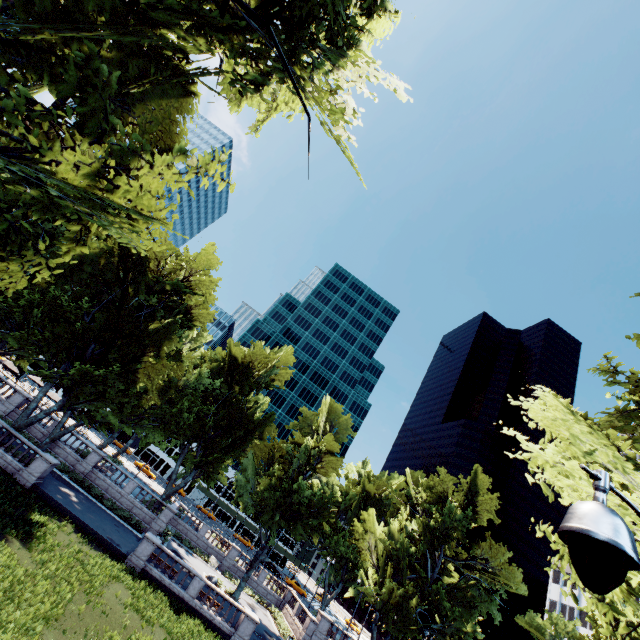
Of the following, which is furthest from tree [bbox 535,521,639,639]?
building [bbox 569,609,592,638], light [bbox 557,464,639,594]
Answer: light [bbox 557,464,639,594]

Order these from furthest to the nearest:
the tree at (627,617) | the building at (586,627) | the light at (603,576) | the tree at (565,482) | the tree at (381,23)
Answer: the building at (586,627) < the tree at (565,482) < the tree at (381,23) < the tree at (627,617) < the light at (603,576)

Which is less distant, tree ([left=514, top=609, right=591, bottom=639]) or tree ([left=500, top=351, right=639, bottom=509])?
tree ([left=500, top=351, right=639, bottom=509])

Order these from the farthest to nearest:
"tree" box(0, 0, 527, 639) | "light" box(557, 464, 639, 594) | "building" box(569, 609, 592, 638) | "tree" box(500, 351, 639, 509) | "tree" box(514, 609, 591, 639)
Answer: "building" box(569, 609, 592, 638) < "tree" box(514, 609, 591, 639) < "tree" box(500, 351, 639, 509) < "tree" box(0, 0, 527, 639) < "light" box(557, 464, 639, 594)

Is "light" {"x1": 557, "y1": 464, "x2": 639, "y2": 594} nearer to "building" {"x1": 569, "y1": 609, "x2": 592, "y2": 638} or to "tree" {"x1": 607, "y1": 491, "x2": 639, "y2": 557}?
"tree" {"x1": 607, "y1": 491, "x2": 639, "y2": 557}

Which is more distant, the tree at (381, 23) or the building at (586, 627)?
the building at (586, 627)

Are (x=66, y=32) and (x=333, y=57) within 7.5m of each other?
yes
